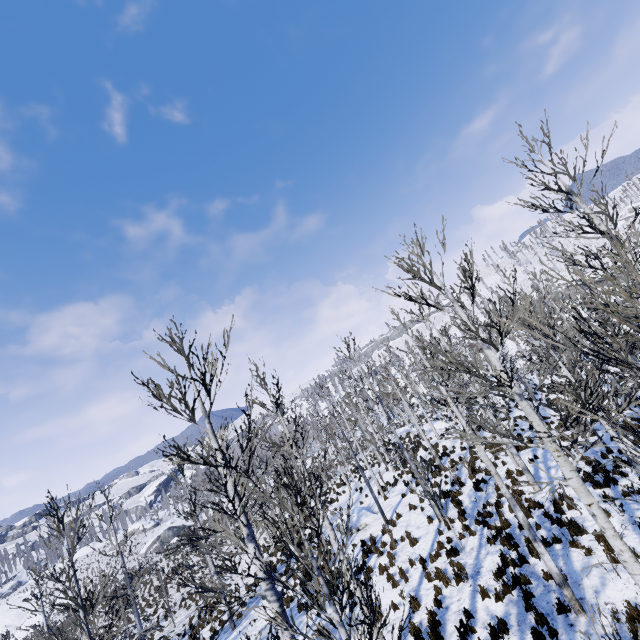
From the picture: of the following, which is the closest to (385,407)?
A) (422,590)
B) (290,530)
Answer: (422,590)

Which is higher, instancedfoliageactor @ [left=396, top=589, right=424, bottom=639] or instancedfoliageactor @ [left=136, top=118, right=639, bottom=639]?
instancedfoliageactor @ [left=136, top=118, right=639, bottom=639]

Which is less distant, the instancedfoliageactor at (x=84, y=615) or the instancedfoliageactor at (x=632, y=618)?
the instancedfoliageactor at (x=632, y=618)

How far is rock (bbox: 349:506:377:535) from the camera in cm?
1845

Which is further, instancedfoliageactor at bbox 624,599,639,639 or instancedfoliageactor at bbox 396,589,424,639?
instancedfoliageactor at bbox 624,599,639,639

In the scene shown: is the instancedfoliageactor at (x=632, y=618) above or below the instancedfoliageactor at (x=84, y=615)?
below

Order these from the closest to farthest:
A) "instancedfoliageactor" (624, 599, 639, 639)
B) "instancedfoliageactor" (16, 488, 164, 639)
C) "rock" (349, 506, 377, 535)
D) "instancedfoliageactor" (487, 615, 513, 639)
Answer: "instancedfoliageactor" (624, 599, 639, 639) < "instancedfoliageactor" (487, 615, 513, 639) < "instancedfoliageactor" (16, 488, 164, 639) < "rock" (349, 506, 377, 535)
